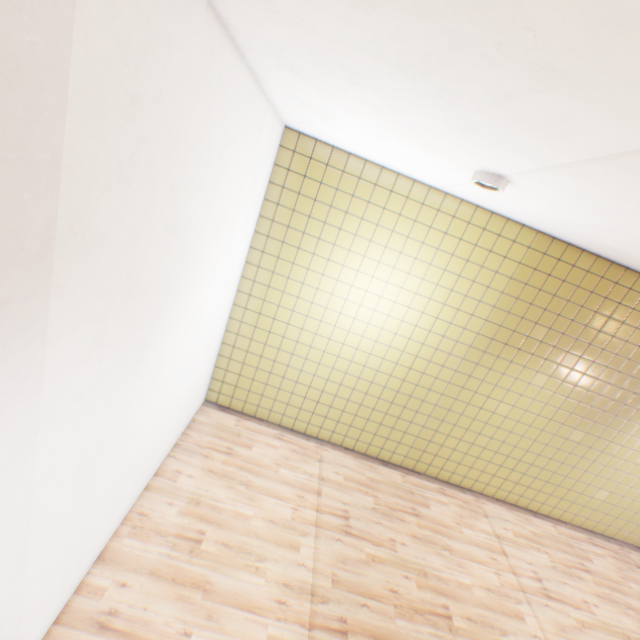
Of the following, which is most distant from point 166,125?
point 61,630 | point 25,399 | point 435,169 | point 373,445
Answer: point 373,445

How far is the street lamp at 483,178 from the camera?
2.6 meters

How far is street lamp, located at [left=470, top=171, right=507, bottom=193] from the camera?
2.6m
